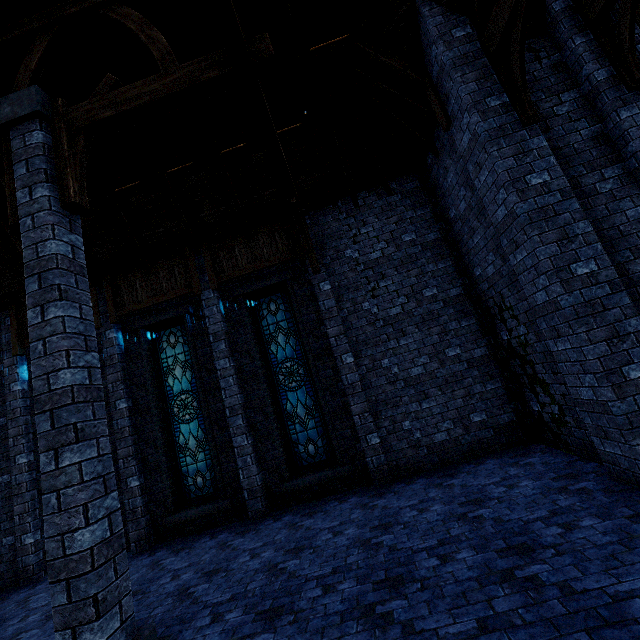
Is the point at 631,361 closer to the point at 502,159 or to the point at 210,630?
the point at 502,159

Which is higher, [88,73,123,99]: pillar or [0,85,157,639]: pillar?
[88,73,123,99]: pillar

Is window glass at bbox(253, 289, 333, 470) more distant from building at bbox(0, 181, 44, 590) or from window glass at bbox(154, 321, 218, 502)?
window glass at bbox(154, 321, 218, 502)

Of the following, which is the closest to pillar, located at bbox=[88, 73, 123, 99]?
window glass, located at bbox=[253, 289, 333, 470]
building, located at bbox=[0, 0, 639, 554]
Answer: building, located at bbox=[0, 0, 639, 554]

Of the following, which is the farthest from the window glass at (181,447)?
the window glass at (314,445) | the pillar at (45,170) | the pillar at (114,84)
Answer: the pillar at (114,84)

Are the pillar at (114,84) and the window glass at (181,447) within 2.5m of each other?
no

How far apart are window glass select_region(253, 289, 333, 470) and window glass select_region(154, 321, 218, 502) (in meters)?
1.84

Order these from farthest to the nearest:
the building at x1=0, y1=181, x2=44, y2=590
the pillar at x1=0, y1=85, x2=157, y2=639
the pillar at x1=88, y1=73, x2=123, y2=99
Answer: the building at x1=0, y1=181, x2=44, y2=590
the pillar at x1=88, y1=73, x2=123, y2=99
the pillar at x1=0, y1=85, x2=157, y2=639
